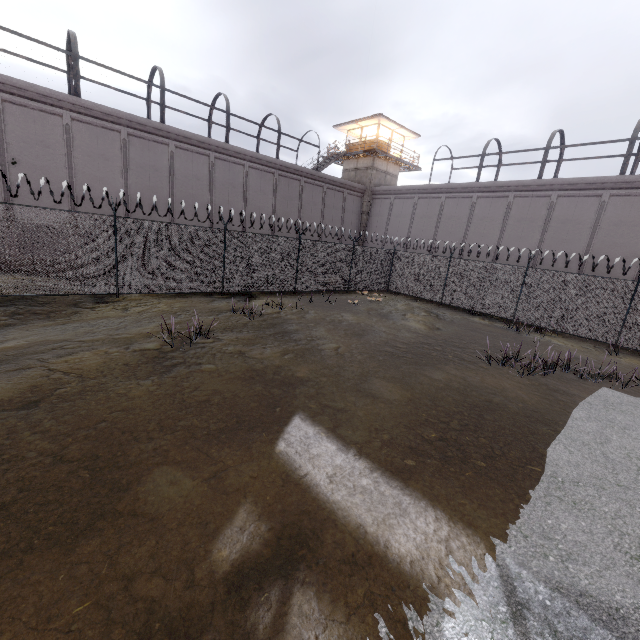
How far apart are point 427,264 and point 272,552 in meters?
18.9

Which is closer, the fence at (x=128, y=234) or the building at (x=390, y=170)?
the fence at (x=128, y=234)

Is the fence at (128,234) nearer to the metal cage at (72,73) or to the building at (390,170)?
the metal cage at (72,73)

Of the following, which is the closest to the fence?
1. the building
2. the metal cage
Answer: the metal cage

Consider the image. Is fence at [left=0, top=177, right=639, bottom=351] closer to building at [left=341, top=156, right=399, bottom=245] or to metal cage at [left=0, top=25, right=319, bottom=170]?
metal cage at [left=0, top=25, right=319, bottom=170]

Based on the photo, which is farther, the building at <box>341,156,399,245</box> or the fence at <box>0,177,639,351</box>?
the building at <box>341,156,399,245</box>

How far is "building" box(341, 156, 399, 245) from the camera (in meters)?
30.08
